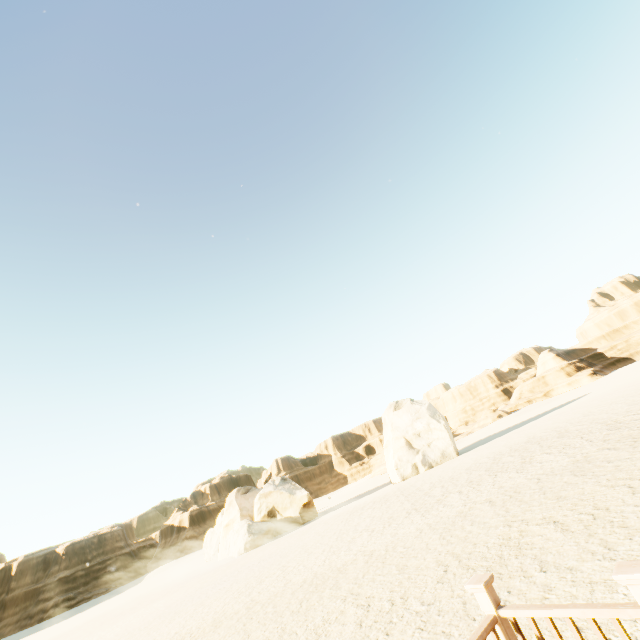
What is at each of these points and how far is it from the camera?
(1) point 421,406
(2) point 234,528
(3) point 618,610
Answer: (1) stone, 33.34m
(2) stone, 29.36m
(3) fence, 1.81m

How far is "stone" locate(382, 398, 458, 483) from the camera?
29.4m

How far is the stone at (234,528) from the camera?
27.7 meters

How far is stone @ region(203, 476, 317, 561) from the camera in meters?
27.7 m

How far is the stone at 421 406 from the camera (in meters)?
29.39

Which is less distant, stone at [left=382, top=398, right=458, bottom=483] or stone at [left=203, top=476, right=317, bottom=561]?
stone at [left=203, top=476, right=317, bottom=561]

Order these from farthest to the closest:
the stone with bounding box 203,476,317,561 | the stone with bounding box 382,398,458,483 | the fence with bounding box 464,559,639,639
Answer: the stone with bounding box 382,398,458,483, the stone with bounding box 203,476,317,561, the fence with bounding box 464,559,639,639

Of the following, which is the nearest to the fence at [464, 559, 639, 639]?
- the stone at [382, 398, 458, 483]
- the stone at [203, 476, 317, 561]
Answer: the stone at [382, 398, 458, 483]
